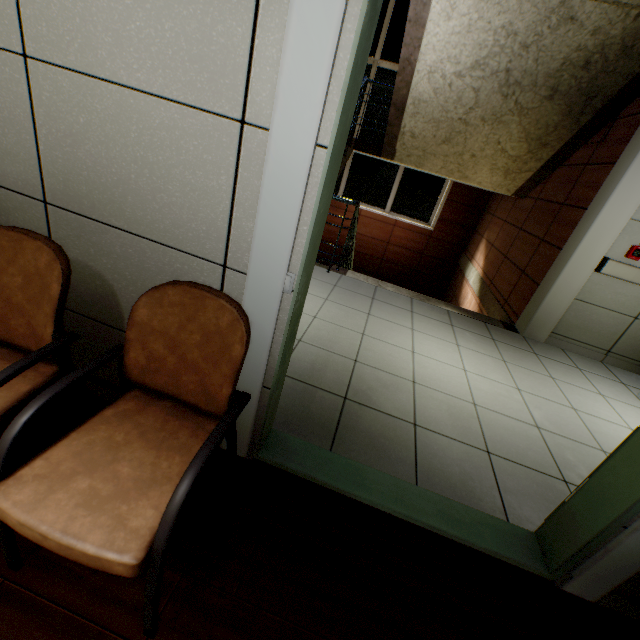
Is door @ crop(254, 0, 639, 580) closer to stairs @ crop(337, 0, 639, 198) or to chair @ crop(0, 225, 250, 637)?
chair @ crop(0, 225, 250, 637)

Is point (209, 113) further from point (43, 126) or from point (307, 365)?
point (307, 365)

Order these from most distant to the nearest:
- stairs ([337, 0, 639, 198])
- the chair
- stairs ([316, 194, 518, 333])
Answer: stairs ([316, 194, 518, 333]) < stairs ([337, 0, 639, 198]) < the chair

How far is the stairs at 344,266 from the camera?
4.1 meters

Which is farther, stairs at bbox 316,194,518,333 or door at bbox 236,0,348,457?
stairs at bbox 316,194,518,333

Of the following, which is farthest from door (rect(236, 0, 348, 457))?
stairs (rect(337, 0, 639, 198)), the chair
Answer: stairs (rect(337, 0, 639, 198))

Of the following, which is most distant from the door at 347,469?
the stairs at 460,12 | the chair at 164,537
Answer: the stairs at 460,12
